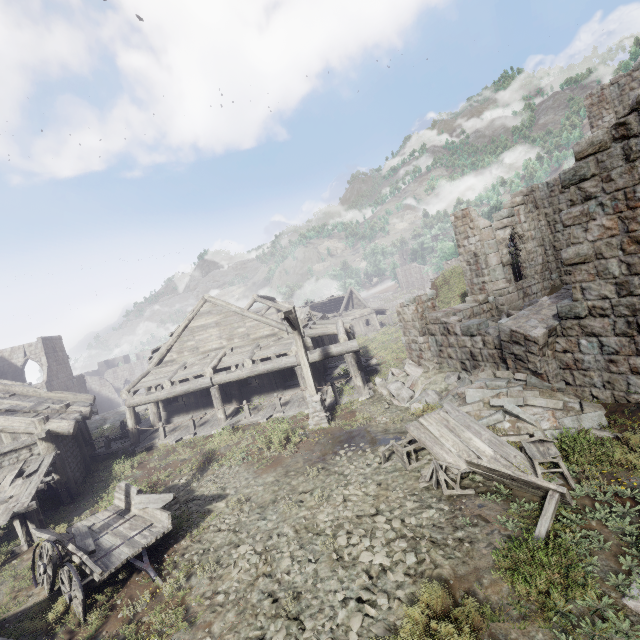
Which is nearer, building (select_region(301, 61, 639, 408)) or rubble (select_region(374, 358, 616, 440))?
building (select_region(301, 61, 639, 408))

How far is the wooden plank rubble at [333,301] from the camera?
43.8 meters

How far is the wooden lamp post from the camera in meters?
12.1

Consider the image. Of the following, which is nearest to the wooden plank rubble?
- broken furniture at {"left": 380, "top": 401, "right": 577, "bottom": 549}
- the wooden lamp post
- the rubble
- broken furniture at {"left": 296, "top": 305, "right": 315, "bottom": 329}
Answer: broken furniture at {"left": 296, "top": 305, "right": 315, "bottom": 329}

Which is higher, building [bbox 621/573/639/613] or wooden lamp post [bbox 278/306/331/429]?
wooden lamp post [bbox 278/306/331/429]

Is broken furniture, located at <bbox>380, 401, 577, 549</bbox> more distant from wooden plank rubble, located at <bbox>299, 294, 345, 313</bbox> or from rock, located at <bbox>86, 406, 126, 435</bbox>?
wooden plank rubble, located at <bbox>299, 294, 345, 313</bbox>

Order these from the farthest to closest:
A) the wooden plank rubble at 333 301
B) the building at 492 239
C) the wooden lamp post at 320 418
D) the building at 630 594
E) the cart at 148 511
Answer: the wooden plank rubble at 333 301 → the wooden lamp post at 320 418 → the building at 492 239 → the cart at 148 511 → the building at 630 594

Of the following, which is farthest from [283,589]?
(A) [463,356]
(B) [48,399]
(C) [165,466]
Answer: (B) [48,399]
